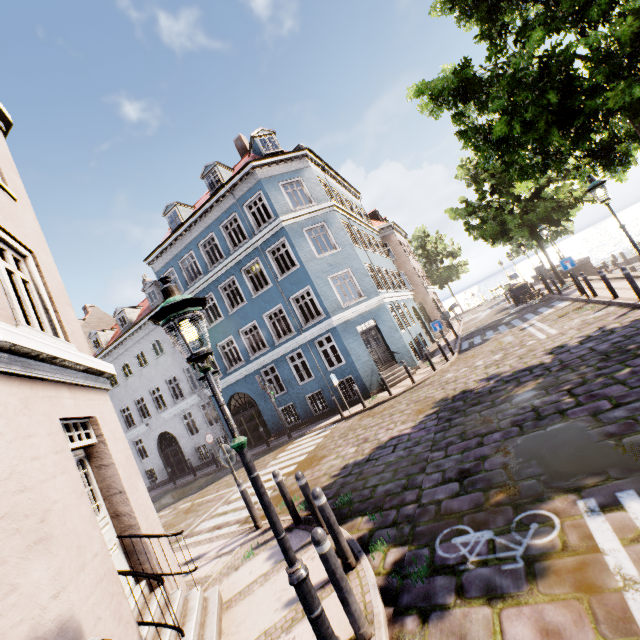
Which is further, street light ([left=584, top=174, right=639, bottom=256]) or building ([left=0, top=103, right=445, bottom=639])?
street light ([left=584, top=174, right=639, bottom=256])

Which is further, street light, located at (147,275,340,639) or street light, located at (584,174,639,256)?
street light, located at (584,174,639,256)

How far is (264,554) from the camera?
5.9 meters

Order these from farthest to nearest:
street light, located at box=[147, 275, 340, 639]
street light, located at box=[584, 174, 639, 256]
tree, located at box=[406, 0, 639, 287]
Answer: street light, located at box=[584, 174, 639, 256]
tree, located at box=[406, 0, 639, 287]
street light, located at box=[147, 275, 340, 639]

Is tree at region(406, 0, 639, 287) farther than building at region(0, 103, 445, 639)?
Yes

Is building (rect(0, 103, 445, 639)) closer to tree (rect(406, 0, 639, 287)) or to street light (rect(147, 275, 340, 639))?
street light (rect(147, 275, 340, 639))

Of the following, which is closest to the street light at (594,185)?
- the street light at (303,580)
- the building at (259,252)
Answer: the street light at (303,580)

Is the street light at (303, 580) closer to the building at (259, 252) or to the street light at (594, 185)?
the building at (259, 252)
